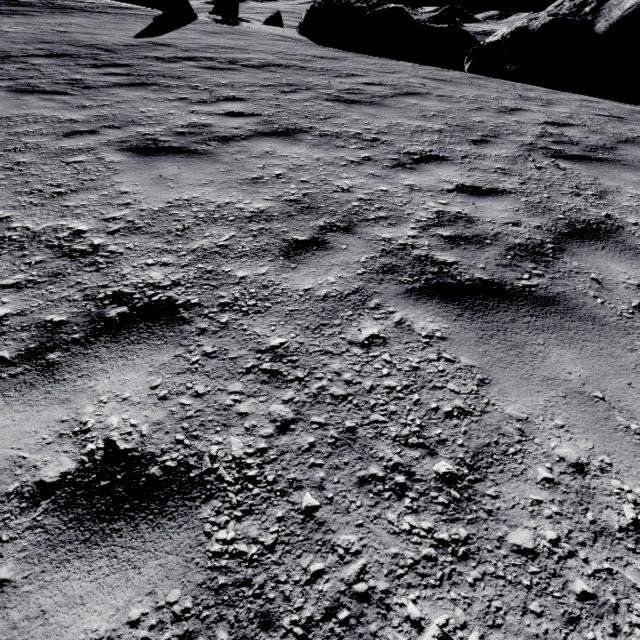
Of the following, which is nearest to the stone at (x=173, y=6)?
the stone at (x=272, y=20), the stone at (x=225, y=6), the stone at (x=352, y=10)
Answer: the stone at (x=225, y=6)

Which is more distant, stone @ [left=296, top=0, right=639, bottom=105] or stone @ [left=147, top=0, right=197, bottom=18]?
stone @ [left=147, top=0, right=197, bottom=18]

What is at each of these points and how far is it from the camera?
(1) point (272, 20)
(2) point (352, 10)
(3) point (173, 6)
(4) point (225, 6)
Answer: (1) stone, 28.39m
(2) stone, 16.92m
(3) stone, 14.88m
(4) stone, 18.69m

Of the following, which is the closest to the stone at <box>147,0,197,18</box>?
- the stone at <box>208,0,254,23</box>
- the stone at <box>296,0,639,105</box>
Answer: the stone at <box>208,0,254,23</box>

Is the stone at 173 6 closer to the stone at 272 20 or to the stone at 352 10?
the stone at 352 10

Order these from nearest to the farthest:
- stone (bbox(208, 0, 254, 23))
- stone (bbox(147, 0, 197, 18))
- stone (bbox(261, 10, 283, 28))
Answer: stone (bbox(147, 0, 197, 18))
stone (bbox(208, 0, 254, 23))
stone (bbox(261, 10, 283, 28))

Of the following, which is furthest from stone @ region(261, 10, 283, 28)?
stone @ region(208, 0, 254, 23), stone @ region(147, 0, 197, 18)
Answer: stone @ region(147, 0, 197, 18)

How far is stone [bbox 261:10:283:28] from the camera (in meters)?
28.17
